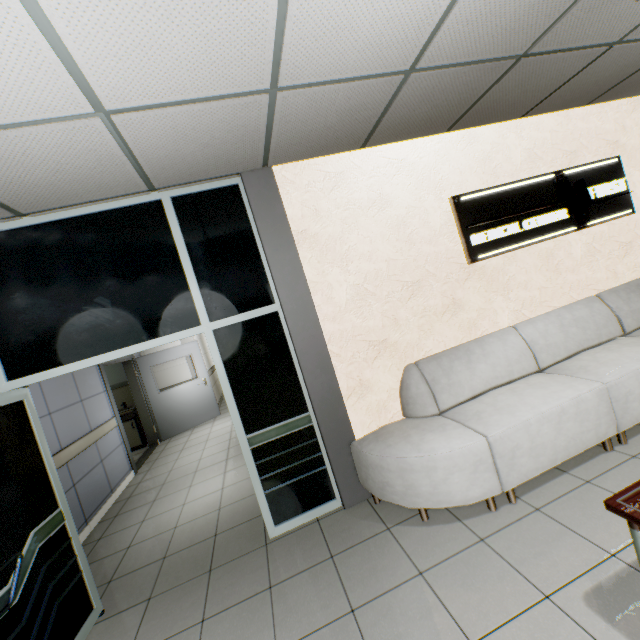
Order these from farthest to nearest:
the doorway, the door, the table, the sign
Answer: the door → the sign → the doorway → the table

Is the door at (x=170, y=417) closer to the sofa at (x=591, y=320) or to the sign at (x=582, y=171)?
the sofa at (x=591, y=320)

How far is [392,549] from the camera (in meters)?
2.40

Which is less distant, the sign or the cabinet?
the sign

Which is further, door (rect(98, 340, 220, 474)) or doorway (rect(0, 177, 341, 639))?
door (rect(98, 340, 220, 474))

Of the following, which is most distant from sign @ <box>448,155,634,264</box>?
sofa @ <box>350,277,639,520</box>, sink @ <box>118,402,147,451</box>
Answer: sink @ <box>118,402,147,451</box>

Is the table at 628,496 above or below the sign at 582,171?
below

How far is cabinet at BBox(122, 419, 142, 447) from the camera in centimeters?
739cm
